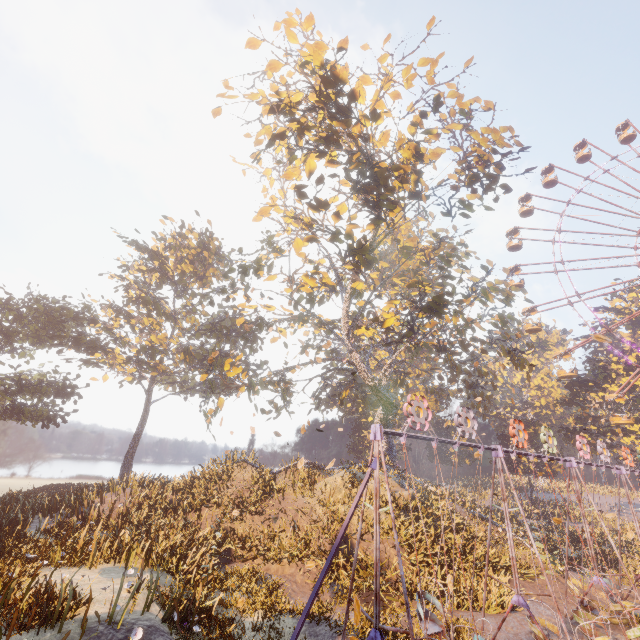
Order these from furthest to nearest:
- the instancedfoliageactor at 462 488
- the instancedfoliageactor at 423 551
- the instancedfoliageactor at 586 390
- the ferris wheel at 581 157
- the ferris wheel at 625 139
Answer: the ferris wheel at 625 139 → the ferris wheel at 581 157 → the instancedfoliageactor at 586 390 → the instancedfoliageactor at 462 488 → the instancedfoliageactor at 423 551

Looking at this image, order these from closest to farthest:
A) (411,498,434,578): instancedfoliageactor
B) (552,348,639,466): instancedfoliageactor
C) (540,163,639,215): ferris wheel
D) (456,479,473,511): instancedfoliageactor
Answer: (411,498,434,578): instancedfoliageactor < (456,479,473,511): instancedfoliageactor < (552,348,639,466): instancedfoliageactor < (540,163,639,215): ferris wheel

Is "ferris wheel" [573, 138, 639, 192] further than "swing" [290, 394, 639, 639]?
Yes

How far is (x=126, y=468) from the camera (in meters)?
35.44

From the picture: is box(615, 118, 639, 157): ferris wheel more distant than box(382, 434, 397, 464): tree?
Yes

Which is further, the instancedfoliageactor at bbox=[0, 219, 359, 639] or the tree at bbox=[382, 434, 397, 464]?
the tree at bbox=[382, 434, 397, 464]

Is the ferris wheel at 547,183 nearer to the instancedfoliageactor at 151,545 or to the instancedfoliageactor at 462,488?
the instancedfoliageactor at 462,488
